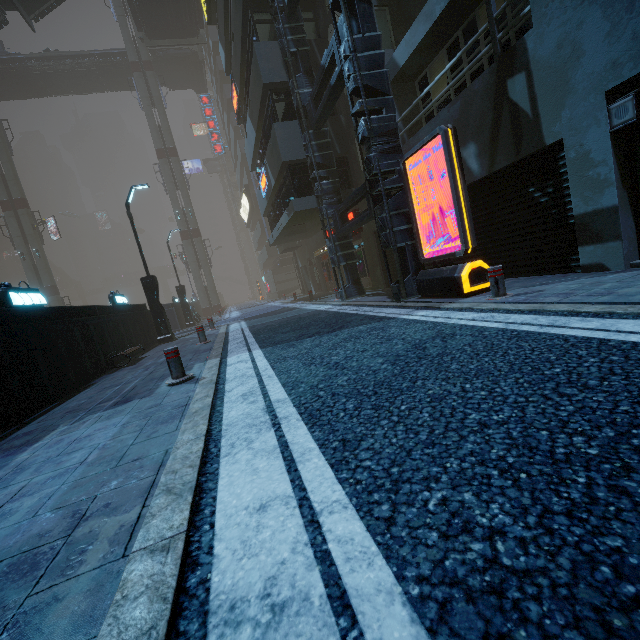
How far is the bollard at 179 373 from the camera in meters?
5.4 m

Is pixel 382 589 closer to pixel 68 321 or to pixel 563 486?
pixel 563 486

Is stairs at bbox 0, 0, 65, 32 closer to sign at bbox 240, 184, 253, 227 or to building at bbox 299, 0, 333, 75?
building at bbox 299, 0, 333, 75

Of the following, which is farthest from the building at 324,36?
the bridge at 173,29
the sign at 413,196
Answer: the sign at 413,196

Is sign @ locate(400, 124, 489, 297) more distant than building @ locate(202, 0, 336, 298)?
No

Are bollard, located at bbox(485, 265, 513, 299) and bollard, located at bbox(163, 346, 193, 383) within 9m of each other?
yes

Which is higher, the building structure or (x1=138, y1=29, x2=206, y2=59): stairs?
(x1=138, y1=29, x2=206, y2=59): stairs

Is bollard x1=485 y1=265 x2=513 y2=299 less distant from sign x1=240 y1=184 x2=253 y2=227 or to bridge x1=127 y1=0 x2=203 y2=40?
bridge x1=127 y1=0 x2=203 y2=40
